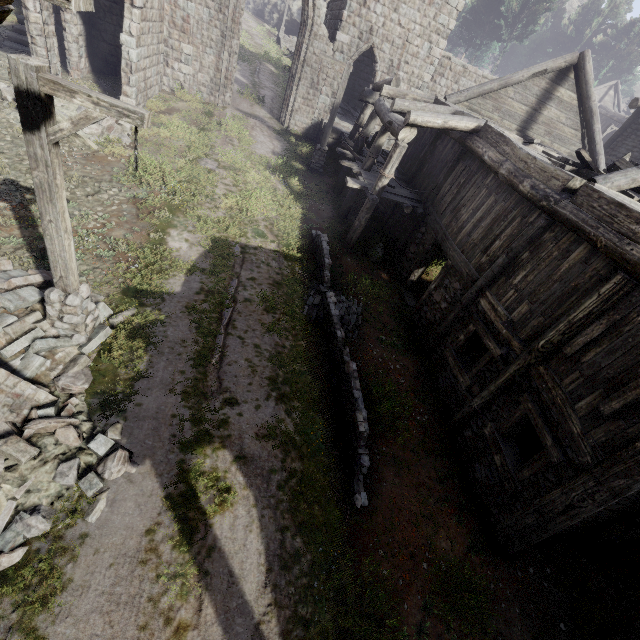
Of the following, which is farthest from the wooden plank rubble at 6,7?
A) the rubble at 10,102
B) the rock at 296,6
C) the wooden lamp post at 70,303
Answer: the rock at 296,6

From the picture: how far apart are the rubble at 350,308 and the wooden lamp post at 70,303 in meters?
4.9 m

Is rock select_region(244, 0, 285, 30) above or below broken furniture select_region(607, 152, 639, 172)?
above

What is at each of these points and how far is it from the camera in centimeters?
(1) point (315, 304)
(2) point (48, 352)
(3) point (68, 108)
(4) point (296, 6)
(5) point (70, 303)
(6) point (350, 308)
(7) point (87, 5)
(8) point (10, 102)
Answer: (1) rubble, 984cm
(2) rubble, 605cm
(3) rubble, 1203cm
(4) rock, 4266cm
(5) wooden lamp post, 596cm
(6) rubble, 1019cm
(7) wooden plank rubble, 251cm
(8) rubble, 1178cm

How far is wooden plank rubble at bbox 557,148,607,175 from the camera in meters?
8.8

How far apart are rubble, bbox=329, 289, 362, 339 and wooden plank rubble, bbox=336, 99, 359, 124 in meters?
15.3

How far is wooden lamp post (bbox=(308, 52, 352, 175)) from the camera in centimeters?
1418cm

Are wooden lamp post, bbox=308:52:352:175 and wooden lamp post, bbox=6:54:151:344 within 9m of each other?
no
